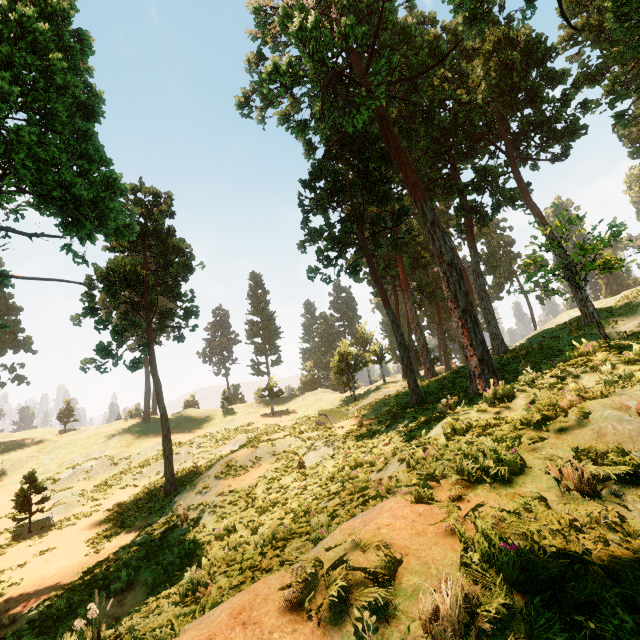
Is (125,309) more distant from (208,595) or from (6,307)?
(6,307)

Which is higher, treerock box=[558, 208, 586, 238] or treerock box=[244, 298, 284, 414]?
treerock box=[244, 298, 284, 414]

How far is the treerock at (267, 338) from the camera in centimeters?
4534cm

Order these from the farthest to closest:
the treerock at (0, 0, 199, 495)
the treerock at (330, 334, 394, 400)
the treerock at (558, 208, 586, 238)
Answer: the treerock at (330, 334, 394, 400) < the treerock at (0, 0, 199, 495) < the treerock at (558, 208, 586, 238)

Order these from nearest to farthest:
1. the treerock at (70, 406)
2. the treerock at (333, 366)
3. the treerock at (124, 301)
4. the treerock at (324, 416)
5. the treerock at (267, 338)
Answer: the treerock at (124, 301) → the treerock at (324, 416) → the treerock at (333, 366) → the treerock at (267, 338) → the treerock at (70, 406)

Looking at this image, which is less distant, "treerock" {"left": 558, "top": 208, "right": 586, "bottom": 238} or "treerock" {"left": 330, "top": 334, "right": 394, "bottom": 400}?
"treerock" {"left": 558, "top": 208, "right": 586, "bottom": 238}

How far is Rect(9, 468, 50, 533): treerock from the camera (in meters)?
19.28
